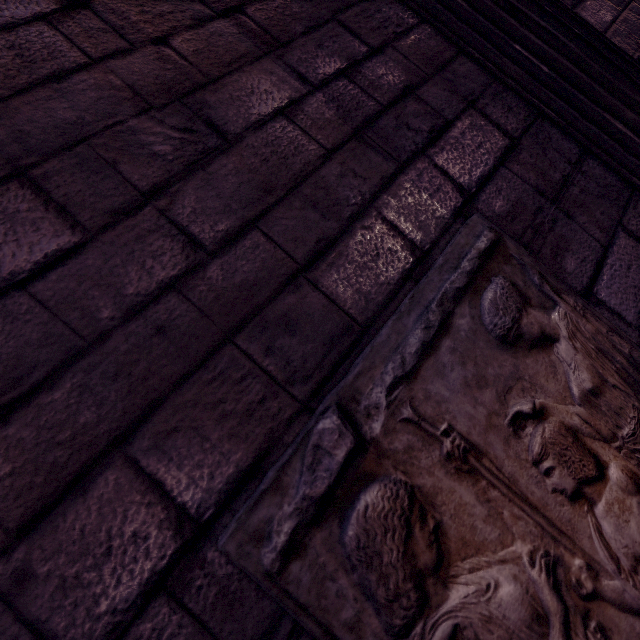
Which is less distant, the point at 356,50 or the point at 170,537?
the point at 170,537

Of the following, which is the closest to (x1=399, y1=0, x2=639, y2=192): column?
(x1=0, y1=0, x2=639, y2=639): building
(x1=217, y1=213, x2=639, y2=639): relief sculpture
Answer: (x1=0, y1=0, x2=639, y2=639): building

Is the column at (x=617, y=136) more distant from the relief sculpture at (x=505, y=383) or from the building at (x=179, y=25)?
the relief sculpture at (x=505, y=383)

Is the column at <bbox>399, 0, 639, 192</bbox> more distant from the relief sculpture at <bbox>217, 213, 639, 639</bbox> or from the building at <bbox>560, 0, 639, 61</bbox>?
the relief sculpture at <bbox>217, 213, 639, 639</bbox>

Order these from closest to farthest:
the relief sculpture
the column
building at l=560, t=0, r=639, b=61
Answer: the relief sculpture < the column < building at l=560, t=0, r=639, b=61
